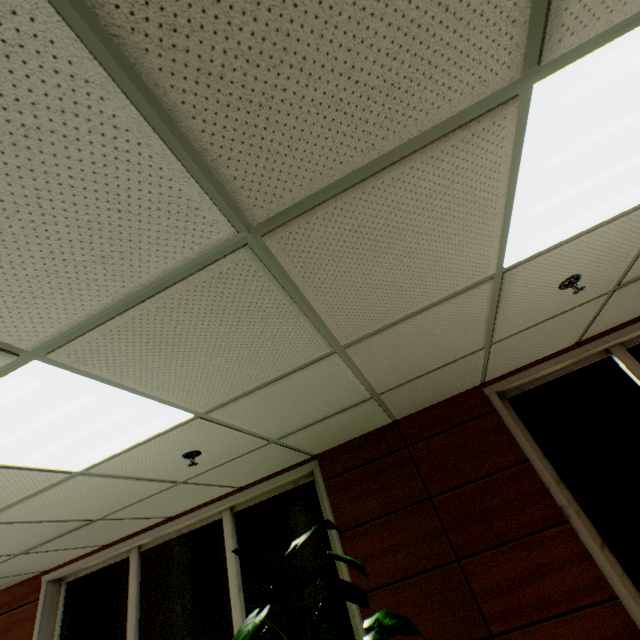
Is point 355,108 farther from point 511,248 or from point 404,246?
point 511,248

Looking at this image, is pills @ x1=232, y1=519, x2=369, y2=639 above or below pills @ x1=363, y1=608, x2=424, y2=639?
above

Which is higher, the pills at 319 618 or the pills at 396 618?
the pills at 319 618
